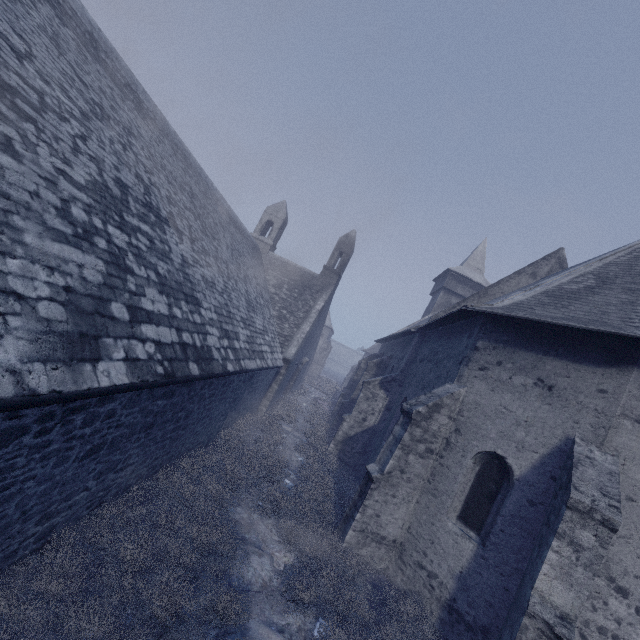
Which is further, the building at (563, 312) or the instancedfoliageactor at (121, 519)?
the building at (563, 312)

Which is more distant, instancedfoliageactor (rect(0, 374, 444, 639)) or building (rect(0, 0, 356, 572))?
instancedfoliageactor (rect(0, 374, 444, 639))

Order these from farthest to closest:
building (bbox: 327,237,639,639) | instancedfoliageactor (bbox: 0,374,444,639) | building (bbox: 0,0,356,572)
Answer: building (bbox: 327,237,639,639) → instancedfoliageactor (bbox: 0,374,444,639) → building (bbox: 0,0,356,572)

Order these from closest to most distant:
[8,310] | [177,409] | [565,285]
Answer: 1. [8,310]
2. [177,409]
3. [565,285]

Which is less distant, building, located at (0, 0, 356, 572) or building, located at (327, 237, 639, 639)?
building, located at (0, 0, 356, 572)

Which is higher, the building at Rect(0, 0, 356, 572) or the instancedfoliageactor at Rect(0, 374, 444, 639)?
the building at Rect(0, 0, 356, 572)
